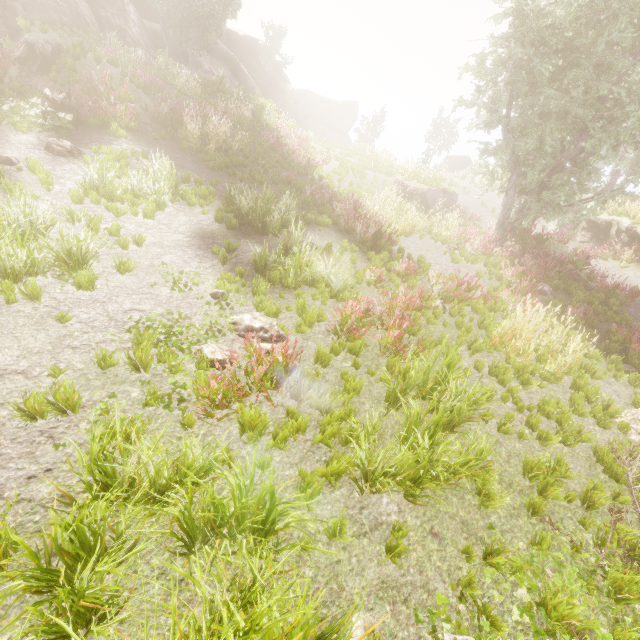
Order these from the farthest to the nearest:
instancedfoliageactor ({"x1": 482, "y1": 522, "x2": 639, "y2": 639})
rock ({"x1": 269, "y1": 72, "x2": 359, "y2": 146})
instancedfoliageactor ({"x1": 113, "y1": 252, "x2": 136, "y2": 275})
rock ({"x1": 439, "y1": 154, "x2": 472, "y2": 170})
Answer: rock ({"x1": 269, "y1": 72, "x2": 359, "y2": 146}), rock ({"x1": 439, "y1": 154, "x2": 472, "y2": 170}), instancedfoliageactor ({"x1": 113, "y1": 252, "x2": 136, "y2": 275}), instancedfoliageactor ({"x1": 482, "y1": 522, "x2": 639, "y2": 639})

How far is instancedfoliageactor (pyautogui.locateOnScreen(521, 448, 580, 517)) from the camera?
4.1 meters

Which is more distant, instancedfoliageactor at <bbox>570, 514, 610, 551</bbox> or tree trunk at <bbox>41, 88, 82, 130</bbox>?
tree trunk at <bbox>41, 88, 82, 130</bbox>

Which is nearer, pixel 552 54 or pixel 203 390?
pixel 203 390

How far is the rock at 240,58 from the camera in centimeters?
3119cm

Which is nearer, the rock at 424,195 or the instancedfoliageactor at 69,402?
the instancedfoliageactor at 69,402

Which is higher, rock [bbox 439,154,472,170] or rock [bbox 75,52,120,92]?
rock [bbox 75,52,120,92]

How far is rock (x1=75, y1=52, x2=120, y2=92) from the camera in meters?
11.2
